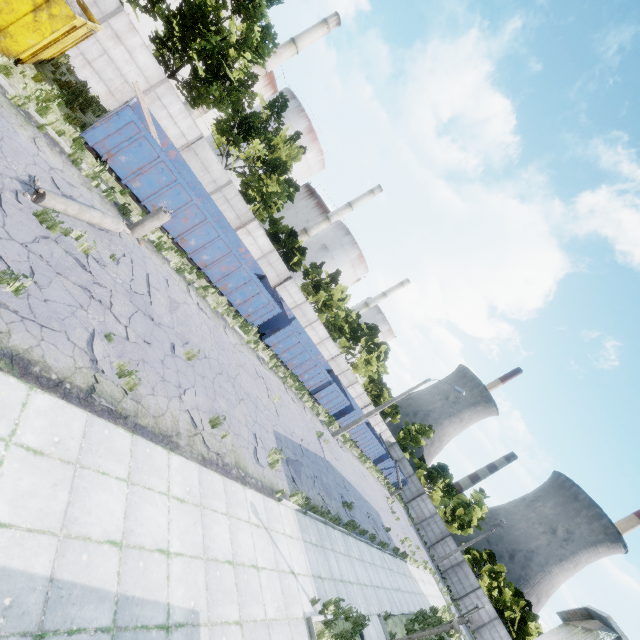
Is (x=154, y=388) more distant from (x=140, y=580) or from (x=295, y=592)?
(x=295, y=592)

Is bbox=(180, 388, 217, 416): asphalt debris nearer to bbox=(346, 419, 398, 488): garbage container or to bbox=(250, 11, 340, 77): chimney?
bbox=(346, 419, 398, 488): garbage container

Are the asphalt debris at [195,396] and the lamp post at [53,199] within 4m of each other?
no

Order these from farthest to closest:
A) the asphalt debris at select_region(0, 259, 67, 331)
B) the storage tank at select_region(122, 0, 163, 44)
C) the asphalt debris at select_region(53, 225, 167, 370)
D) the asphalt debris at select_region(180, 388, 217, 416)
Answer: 1. the storage tank at select_region(122, 0, 163, 44)
2. the asphalt debris at select_region(180, 388, 217, 416)
3. the asphalt debris at select_region(53, 225, 167, 370)
4. the asphalt debris at select_region(0, 259, 67, 331)

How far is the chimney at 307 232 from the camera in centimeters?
5928cm

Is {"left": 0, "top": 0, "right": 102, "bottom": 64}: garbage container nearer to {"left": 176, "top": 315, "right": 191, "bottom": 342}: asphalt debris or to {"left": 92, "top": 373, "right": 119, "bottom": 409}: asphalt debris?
{"left": 92, "top": 373, "right": 119, "bottom": 409}: asphalt debris

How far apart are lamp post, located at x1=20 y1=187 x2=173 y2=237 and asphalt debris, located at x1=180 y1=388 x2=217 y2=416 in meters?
5.4

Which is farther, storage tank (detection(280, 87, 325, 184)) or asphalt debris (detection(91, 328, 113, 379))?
Answer: storage tank (detection(280, 87, 325, 184))
